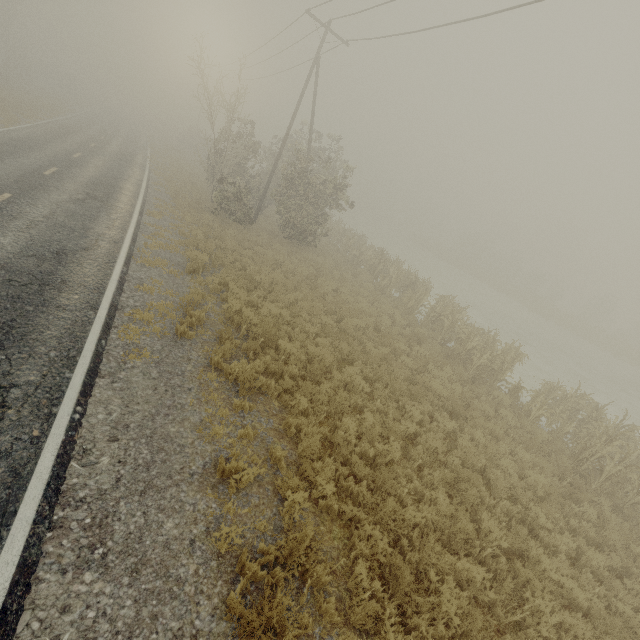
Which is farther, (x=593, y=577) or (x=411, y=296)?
(x=411, y=296)
